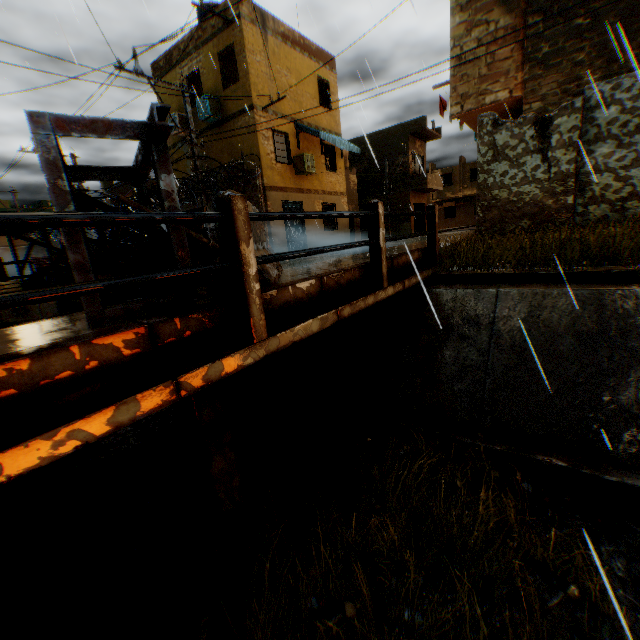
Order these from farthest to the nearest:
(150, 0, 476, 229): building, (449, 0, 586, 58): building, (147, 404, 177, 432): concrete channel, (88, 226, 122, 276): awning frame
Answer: (150, 0, 476, 229): building → (449, 0, 586, 58): building → (147, 404, 177, 432): concrete channel → (88, 226, 122, 276): awning frame

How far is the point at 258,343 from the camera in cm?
279

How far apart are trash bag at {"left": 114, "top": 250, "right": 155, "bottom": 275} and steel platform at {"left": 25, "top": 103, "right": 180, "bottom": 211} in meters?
0.7

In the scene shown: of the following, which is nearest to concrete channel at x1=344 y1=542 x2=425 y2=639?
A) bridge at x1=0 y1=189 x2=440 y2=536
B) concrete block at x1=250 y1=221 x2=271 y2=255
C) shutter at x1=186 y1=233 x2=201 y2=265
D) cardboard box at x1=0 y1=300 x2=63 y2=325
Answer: bridge at x1=0 y1=189 x2=440 y2=536

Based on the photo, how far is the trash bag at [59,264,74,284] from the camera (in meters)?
6.18

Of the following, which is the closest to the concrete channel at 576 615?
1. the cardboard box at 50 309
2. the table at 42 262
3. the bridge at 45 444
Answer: the bridge at 45 444

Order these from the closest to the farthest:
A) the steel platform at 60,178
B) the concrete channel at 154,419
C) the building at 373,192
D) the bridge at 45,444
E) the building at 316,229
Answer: the bridge at 45,444 → the steel platform at 60,178 → the concrete channel at 154,419 → the building at 373,192 → the building at 316,229

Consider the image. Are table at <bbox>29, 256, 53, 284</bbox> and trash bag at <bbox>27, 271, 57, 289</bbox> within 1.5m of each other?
yes
